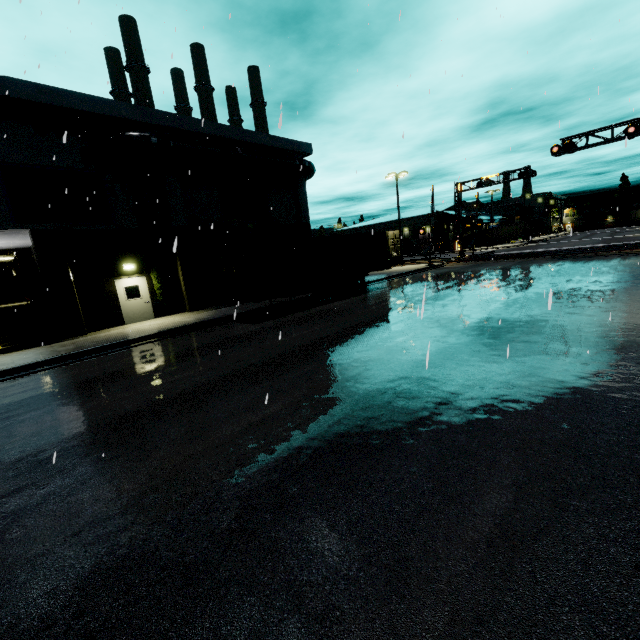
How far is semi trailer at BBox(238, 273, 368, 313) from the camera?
15.3m

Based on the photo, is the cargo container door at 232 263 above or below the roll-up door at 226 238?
below

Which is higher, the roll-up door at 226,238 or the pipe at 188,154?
the pipe at 188,154

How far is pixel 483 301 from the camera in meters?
13.2

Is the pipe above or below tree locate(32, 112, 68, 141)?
below

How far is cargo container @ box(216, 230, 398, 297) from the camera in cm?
1420

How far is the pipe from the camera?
15.4 meters

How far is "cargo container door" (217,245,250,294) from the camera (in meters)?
13.95
